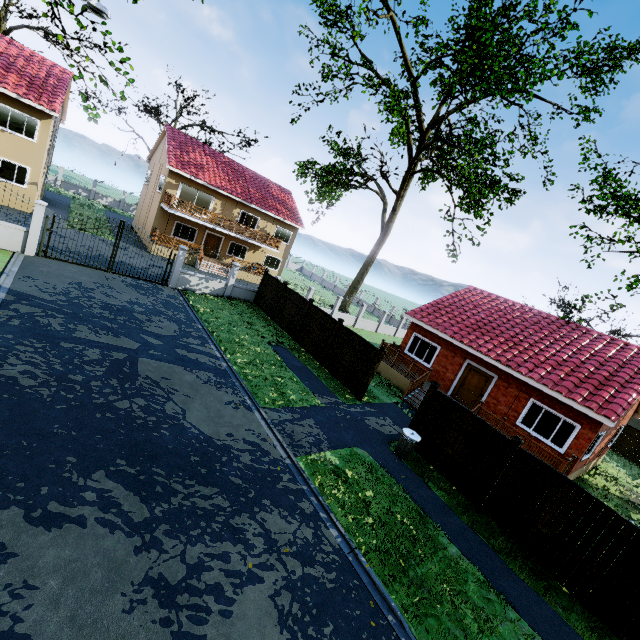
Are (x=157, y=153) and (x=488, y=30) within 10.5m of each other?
no

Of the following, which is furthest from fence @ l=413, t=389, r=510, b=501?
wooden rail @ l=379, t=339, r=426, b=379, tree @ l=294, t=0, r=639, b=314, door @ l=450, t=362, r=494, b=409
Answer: door @ l=450, t=362, r=494, b=409

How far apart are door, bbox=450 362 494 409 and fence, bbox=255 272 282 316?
11.34m

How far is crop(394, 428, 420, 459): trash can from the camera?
10.70m

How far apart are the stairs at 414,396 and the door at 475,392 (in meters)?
1.96

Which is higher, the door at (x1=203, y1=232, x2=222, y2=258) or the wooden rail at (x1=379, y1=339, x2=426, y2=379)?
the door at (x1=203, y1=232, x2=222, y2=258)

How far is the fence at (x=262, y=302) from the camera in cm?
2048

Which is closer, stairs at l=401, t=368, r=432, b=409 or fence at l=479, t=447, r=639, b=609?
fence at l=479, t=447, r=639, b=609
